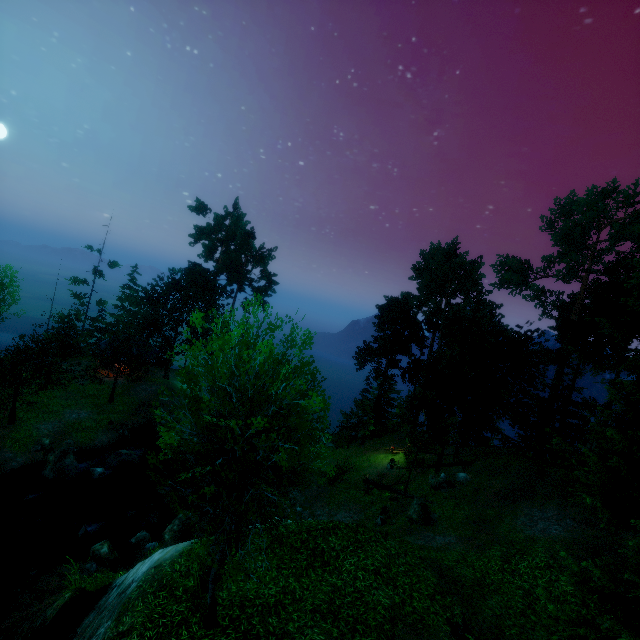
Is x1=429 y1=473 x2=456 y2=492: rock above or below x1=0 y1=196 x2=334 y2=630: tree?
below

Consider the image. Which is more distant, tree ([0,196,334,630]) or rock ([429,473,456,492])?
rock ([429,473,456,492])

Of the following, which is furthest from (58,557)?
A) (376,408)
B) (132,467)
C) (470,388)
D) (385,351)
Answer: (470,388)

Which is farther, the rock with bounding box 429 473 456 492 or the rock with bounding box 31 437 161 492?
the rock with bounding box 429 473 456 492

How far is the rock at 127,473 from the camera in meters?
22.1

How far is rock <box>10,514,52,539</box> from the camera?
18.5 meters

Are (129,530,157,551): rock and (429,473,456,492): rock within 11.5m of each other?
no

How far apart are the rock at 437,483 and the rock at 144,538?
19.1m
